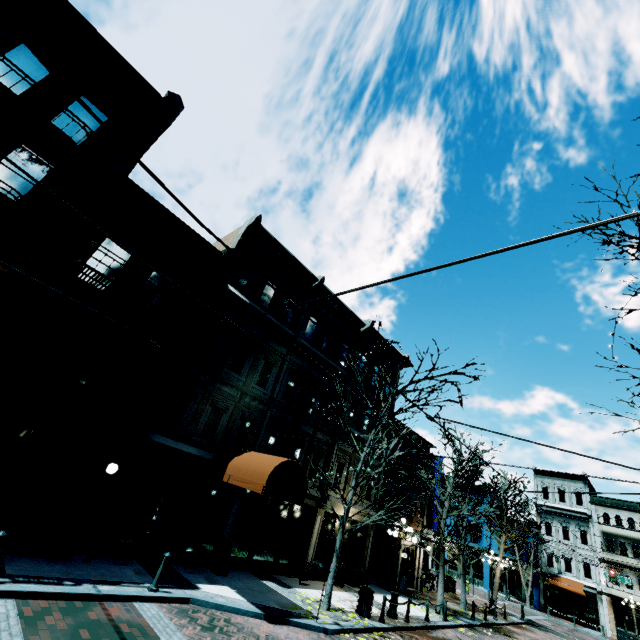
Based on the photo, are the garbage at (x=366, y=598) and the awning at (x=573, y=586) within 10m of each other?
no

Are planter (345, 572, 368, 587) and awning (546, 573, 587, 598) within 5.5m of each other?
no

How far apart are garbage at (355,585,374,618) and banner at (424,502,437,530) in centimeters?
1305cm

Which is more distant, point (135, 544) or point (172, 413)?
point (172, 413)

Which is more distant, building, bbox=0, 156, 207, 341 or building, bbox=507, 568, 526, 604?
building, bbox=507, 568, 526, 604

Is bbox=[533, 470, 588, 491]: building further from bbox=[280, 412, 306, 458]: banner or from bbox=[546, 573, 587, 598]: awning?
bbox=[280, 412, 306, 458]: banner

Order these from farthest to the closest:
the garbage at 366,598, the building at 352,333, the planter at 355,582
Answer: the building at 352,333, the planter at 355,582, the garbage at 366,598

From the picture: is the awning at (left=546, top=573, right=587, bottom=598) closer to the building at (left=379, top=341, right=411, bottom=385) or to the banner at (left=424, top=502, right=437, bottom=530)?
the building at (left=379, top=341, right=411, bottom=385)
